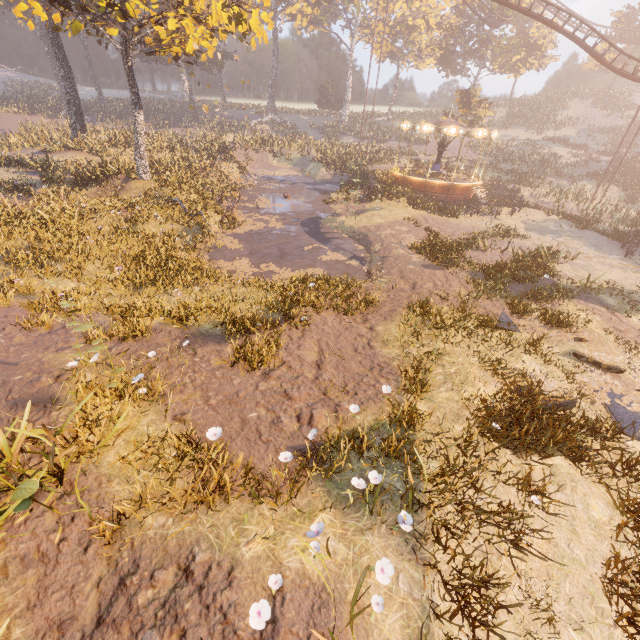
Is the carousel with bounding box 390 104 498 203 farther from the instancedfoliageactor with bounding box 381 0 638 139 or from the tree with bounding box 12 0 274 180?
the tree with bounding box 12 0 274 180

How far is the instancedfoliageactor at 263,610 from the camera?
3.3 meters

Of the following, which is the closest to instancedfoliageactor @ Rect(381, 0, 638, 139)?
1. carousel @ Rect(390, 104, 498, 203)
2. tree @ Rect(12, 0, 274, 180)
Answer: carousel @ Rect(390, 104, 498, 203)

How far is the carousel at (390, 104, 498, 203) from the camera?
23.7 meters

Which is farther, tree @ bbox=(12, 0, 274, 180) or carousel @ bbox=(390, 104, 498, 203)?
carousel @ bbox=(390, 104, 498, 203)

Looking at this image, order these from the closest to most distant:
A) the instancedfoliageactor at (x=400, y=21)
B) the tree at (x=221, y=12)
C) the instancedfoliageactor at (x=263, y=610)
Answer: the instancedfoliageactor at (x=263, y=610) < the tree at (x=221, y=12) < the instancedfoliageactor at (x=400, y=21)

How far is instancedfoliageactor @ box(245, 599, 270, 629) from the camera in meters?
3.3

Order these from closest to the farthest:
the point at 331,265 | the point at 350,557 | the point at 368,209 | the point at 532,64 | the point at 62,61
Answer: the point at 350,557 < the point at 331,265 < the point at 368,209 < the point at 62,61 < the point at 532,64
